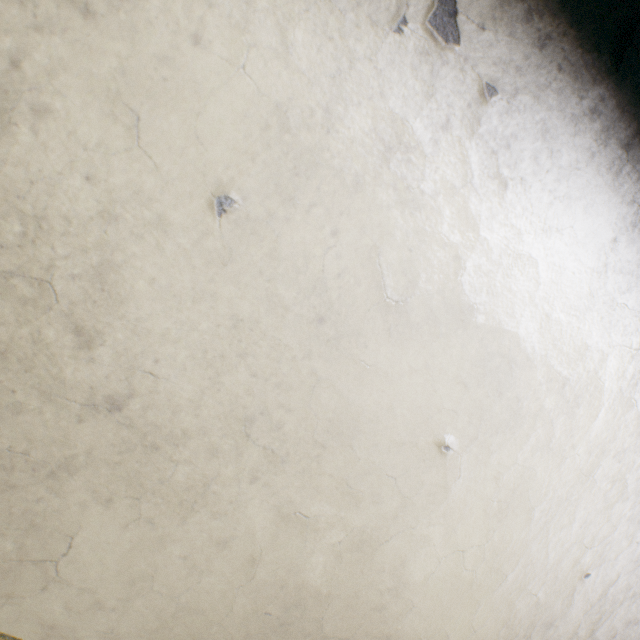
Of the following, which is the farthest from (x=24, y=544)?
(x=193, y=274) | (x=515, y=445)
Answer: (x=515, y=445)
